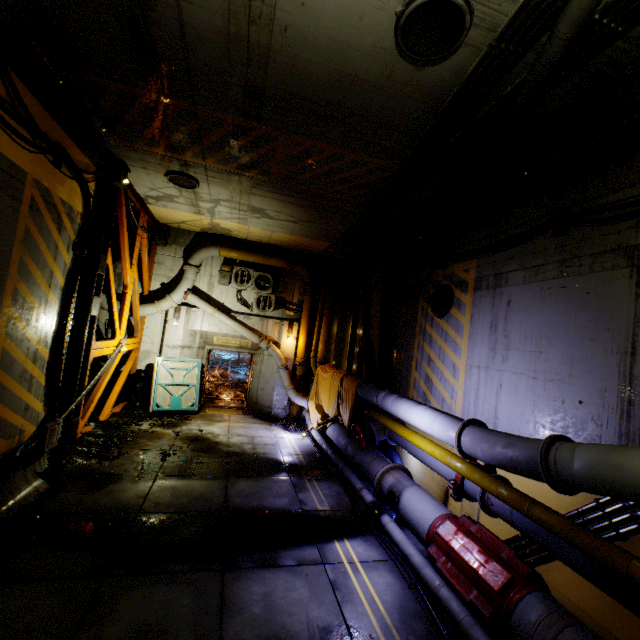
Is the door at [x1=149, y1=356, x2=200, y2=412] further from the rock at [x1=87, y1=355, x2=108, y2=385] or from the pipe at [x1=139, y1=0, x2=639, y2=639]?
the pipe at [x1=139, y1=0, x2=639, y2=639]

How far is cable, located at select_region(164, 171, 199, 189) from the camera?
8.0m

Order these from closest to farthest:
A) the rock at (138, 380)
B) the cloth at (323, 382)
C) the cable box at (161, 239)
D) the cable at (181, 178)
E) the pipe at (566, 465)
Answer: the pipe at (566, 465) < the rock at (138, 380) < the cable at (181, 178) < the cloth at (323, 382) < the cable box at (161, 239)

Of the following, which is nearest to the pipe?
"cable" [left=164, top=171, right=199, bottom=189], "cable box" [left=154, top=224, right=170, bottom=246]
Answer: "cable box" [left=154, top=224, right=170, bottom=246]

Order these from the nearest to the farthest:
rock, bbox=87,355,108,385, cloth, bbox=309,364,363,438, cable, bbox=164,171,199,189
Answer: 1. cable, bbox=164,171,199,189
2. cloth, bbox=309,364,363,438
3. rock, bbox=87,355,108,385

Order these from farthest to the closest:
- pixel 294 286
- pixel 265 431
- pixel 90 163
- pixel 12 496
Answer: pixel 294 286 < pixel 265 431 < pixel 90 163 < pixel 12 496

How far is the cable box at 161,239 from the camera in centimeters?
1248cm

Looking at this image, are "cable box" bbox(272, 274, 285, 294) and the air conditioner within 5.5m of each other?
yes
